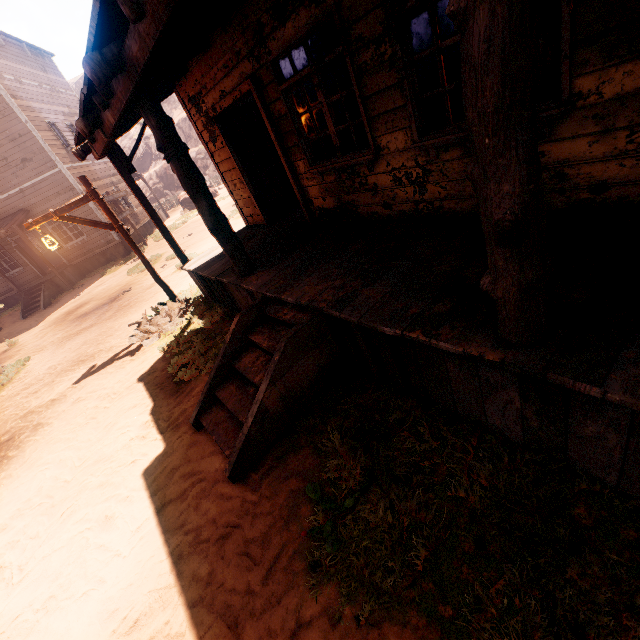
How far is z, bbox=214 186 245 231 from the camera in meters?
13.7 m

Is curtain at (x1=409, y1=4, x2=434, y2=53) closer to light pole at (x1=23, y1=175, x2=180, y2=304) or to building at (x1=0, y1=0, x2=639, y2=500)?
building at (x1=0, y1=0, x2=639, y2=500)

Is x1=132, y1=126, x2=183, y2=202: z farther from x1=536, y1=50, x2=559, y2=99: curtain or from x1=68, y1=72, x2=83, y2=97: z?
x1=68, y1=72, x2=83, y2=97: z

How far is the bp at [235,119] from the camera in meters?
Answer: 6.2 m

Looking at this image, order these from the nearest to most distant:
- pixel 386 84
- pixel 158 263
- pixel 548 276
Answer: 1. pixel 548 276
2. pixel 386 84
3. pixel 158 263

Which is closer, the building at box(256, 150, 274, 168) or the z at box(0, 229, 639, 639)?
the z at box(0, 229, 639, 639)

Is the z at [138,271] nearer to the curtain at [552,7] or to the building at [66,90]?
the building at [66,90]

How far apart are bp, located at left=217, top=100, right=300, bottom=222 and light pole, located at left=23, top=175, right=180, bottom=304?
3.2m
